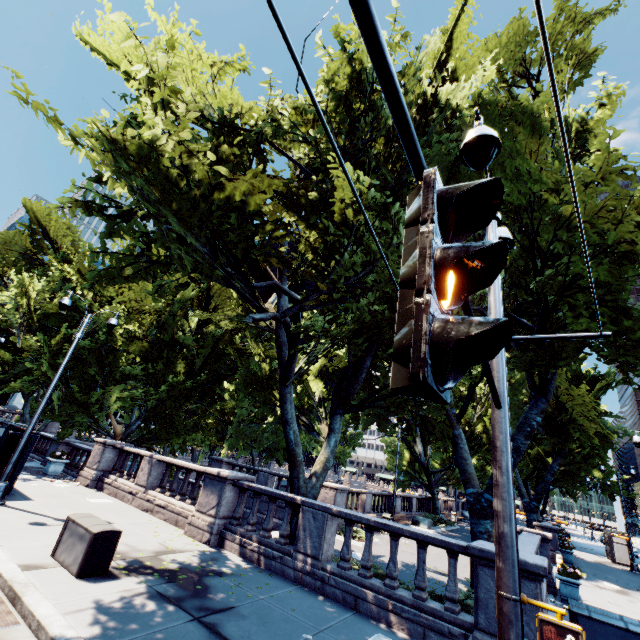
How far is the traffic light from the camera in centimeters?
98cm

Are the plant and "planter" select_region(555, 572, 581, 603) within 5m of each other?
yes

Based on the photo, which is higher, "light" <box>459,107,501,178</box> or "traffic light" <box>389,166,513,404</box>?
"light" <box>459,107,501,178</box>

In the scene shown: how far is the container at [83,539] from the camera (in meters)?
6.93

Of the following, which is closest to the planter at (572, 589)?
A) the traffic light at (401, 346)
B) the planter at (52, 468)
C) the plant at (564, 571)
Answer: the plant at (564, 571)

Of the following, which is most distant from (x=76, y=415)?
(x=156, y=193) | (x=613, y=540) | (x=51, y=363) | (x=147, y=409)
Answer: (x=613, y=540)

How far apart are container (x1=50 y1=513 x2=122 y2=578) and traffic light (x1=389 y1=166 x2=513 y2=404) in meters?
9.1

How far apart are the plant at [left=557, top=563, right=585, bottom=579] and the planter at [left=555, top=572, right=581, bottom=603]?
0.0m
